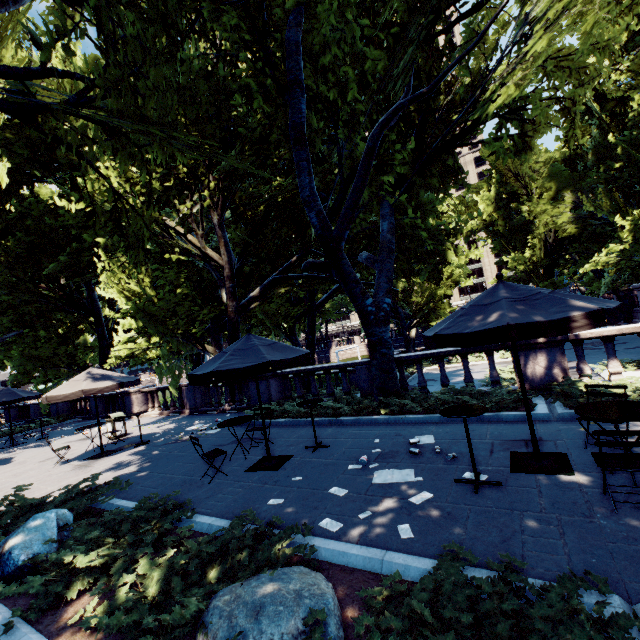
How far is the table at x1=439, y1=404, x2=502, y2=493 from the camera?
4.70m

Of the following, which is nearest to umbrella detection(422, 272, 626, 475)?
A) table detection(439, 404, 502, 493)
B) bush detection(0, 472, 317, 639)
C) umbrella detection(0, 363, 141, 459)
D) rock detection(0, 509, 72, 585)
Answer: table detection(439, 404, 502, 493)

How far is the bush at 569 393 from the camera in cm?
712

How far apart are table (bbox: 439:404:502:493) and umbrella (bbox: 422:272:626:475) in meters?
1.1

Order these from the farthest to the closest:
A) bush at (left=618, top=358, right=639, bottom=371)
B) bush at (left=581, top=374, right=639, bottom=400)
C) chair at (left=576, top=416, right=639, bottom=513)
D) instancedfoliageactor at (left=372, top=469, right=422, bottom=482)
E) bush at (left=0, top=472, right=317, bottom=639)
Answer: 1. bush at (left=618, top=358, right=639, bottom=371)
2. bush at (left=581, top=374, right=639, bottom=400)
3. instancedfoliageactor at (left=372, top=469, right=422, bottom=482)
4. chair at (left=576, top=416, right=639, bottom=513)
5. bush at (left=0, top=472, right=317, bottom=639)

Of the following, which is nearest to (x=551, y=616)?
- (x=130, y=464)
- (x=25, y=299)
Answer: (x=130, y=464)

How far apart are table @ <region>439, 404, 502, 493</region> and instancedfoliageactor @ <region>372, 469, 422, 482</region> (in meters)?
0.53

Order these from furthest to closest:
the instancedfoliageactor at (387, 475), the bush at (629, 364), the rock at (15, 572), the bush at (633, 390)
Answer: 1. the bush at (629, 364)
2. the bush at (633, 390)
3. the instancedfoliageactor at (387, 475)
4. the rock at (15, 572)
